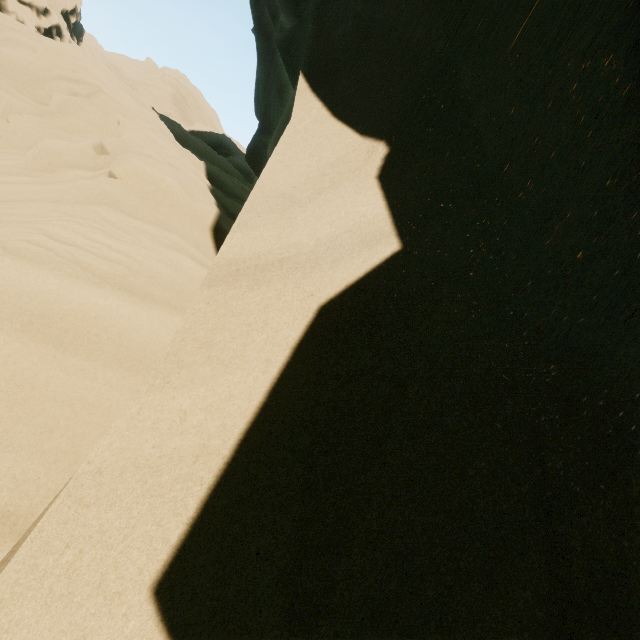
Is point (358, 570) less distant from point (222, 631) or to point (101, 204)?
point (222, 631)
